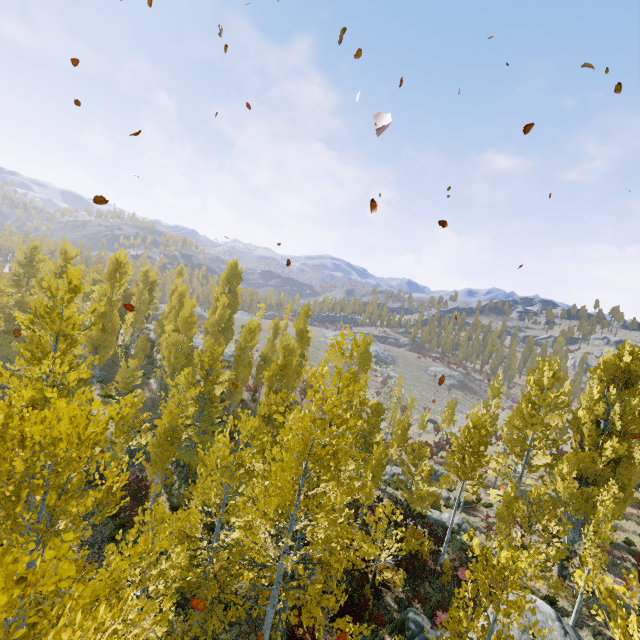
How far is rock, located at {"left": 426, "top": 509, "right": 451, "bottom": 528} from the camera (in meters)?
21.75

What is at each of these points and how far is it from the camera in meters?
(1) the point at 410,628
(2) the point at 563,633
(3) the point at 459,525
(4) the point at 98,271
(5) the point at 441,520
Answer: (1) rock, 13.5 m
(2) rock, 10.8 m
(3) rock, 21.8 m
(4) instancedfoliageactor, 48.1 m
(5) rock, 22.1 m

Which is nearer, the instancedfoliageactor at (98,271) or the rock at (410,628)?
the instancedfoliageactor at (98,271)

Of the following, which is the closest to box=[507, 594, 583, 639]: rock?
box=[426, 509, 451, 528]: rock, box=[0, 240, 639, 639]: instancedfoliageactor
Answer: box=[0, 240, 639, 639]: instancedfoliageactor

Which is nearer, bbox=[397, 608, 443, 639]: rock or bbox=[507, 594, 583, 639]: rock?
bbox=[507, 594, 583, 639]: rock

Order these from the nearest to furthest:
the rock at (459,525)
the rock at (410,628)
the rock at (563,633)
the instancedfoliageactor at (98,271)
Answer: the instancedfoliageactor at (98,271) → the rock at (563,633) → the rock at (410,628) → the rock at (459,525)
